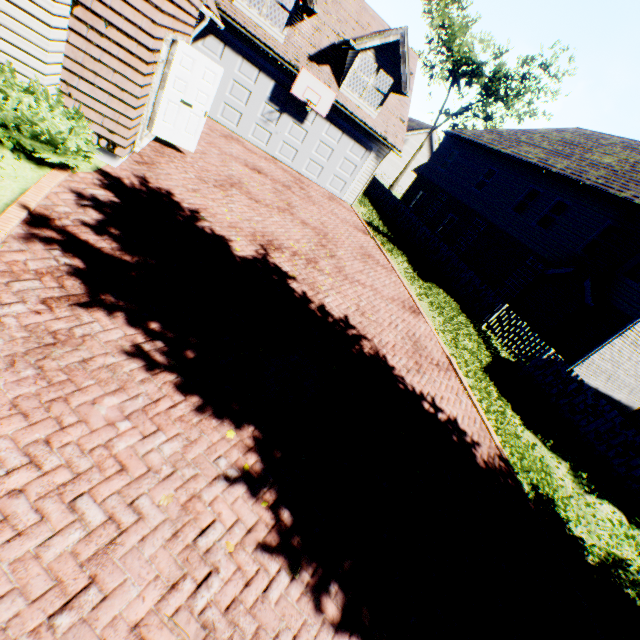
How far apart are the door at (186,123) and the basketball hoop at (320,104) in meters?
6.3

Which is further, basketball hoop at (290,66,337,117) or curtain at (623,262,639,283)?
basketball hoop at (290,66,337,117)

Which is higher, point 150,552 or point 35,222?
point 35,222

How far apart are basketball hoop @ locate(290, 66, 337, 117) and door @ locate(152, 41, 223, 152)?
6.27m

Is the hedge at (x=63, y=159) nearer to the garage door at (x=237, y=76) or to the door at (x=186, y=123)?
the door at (x=186, y=123)

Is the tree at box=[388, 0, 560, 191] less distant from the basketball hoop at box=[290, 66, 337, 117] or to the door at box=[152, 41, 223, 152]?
the door at box=[152, 41, 223, 152]

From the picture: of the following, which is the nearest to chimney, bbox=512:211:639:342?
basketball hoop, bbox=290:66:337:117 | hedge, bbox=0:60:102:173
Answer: basketball hoop, bbox=290:66:337:117

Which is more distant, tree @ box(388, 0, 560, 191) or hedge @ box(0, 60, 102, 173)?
tree @ box(388, 0, 560, 191)
